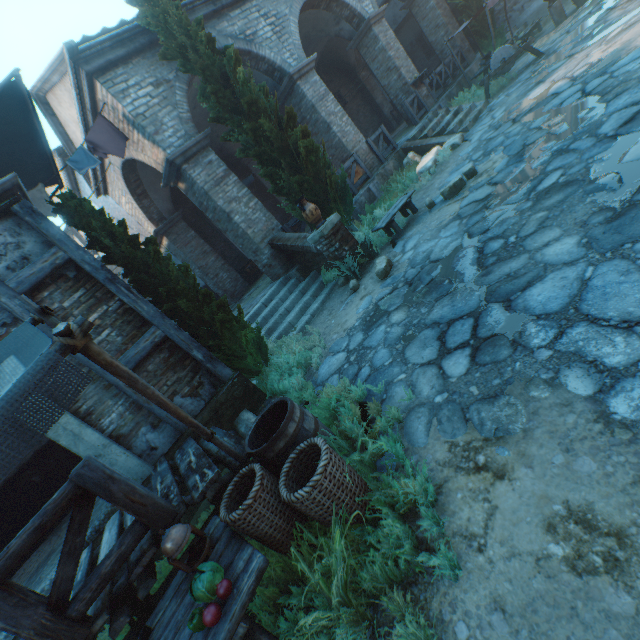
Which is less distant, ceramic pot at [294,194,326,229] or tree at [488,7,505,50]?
ceramic pot at [294,194,326,229]

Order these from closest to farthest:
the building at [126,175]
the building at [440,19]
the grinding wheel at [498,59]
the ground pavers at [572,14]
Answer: the building at [126,175] < the grinding wheel at [498,59] < the ground pavers at [572,14] < the building at [440,19]

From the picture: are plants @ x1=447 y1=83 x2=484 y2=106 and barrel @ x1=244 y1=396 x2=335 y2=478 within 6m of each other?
no

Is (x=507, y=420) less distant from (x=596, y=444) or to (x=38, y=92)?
(x=596, y=444)

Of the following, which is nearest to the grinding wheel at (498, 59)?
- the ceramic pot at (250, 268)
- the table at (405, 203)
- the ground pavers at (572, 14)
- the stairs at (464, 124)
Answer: the stairs at (464, 124)

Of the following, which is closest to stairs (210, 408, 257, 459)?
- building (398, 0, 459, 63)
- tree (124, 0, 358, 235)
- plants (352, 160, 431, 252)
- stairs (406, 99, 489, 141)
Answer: tree (124, 0, 358, 235)

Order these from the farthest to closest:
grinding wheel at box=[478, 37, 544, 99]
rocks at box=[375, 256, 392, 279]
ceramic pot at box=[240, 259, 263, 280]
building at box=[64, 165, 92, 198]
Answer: ceramic pot at box=[240, 259, 263, 280] → building at box=[64, 165, 92, 198] → grinding wheel at box=[478, 37, 544, 99] → rocks at box=[375, 256, 392, 279]

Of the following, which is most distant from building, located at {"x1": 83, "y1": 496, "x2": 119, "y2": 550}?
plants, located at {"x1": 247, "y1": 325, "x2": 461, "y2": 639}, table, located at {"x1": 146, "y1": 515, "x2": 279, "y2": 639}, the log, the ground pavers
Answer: the log
